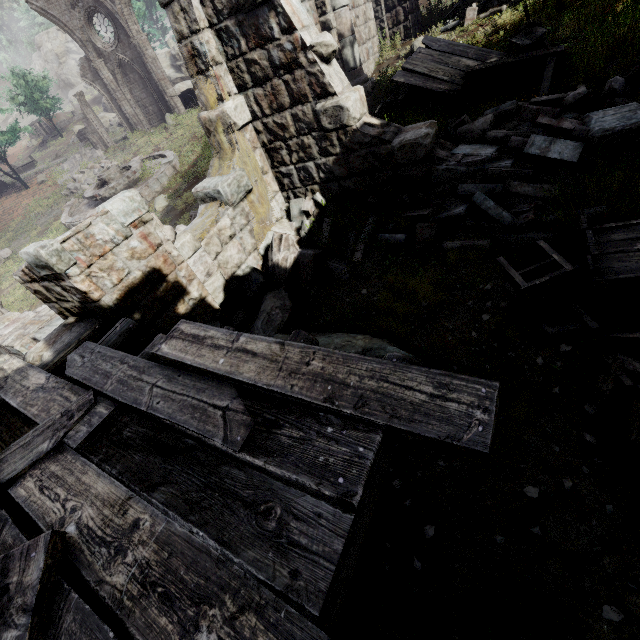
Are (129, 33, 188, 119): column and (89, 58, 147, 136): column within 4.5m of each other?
yes

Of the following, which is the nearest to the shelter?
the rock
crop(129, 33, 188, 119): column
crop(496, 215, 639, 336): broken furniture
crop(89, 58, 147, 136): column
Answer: the rock

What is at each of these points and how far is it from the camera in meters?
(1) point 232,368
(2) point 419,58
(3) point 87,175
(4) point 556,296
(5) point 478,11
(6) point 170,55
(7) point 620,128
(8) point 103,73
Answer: →
(1) wooden plank rubble, 2.2 m
(2) broken furniture, 8.3 m
(3) rubble, 20.9 m
(4) broken furniture, 3.9 m
(5) rubble, 10.4 m
(6) rock, 36.7 m
(7) building, 4.5 m
(8) column, 22.7 m

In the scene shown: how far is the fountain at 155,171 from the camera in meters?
14.0

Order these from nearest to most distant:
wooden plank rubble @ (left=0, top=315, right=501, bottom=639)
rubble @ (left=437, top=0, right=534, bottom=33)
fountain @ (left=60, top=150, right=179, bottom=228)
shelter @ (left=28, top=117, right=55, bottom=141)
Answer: wooden plank rubble @ (left=0, top=315, right=501, bottom=639) → rubble @ (left=437, top=0, right=534, bottom=33) → fountain @ (left=60, top=150, right=179, bottom=228) → shelter @ (left=28, top=117, right=55, bottom=141)

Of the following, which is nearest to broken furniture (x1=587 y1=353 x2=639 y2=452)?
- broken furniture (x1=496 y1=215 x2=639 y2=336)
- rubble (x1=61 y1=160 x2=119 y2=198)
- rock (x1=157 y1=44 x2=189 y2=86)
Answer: broken furniture (x1=496 y1=215 x2=639 y2=336)

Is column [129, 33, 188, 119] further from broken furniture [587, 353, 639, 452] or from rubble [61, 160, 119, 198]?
broken furniture [587, 353, 639, 452]

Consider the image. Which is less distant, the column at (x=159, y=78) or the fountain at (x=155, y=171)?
the fountain at (x=155, y=171)
